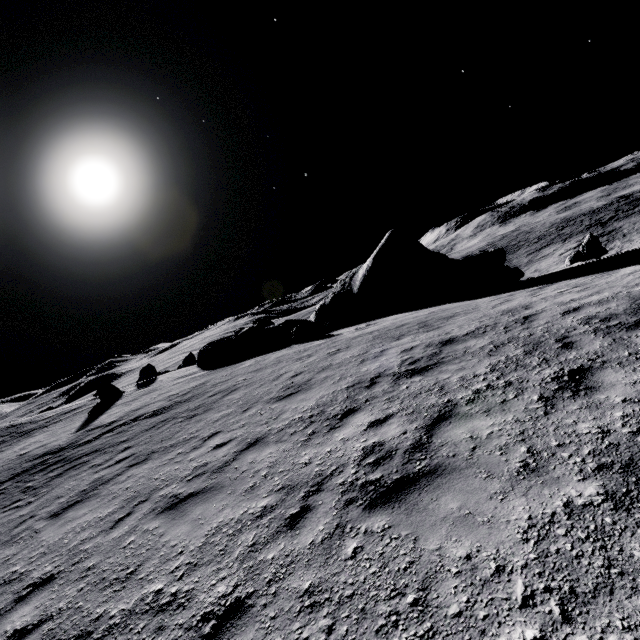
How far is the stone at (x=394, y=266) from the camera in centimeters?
2086cm

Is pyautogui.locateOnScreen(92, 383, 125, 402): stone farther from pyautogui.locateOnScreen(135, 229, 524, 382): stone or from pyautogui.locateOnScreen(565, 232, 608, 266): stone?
pyautogui.locateOnScreen(565, 232, 608, 266): stone

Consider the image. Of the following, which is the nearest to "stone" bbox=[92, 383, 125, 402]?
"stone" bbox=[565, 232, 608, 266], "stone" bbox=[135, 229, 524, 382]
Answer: "stone" bbox=[135, 229, 524, 382]

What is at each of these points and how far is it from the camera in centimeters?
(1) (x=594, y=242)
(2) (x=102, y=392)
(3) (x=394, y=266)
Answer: (1) stone, 1773cm
(2) stone, 2222cm
(3) stone, 2352cm

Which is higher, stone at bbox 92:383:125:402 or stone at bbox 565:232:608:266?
stone at bbox 92:383:125:402

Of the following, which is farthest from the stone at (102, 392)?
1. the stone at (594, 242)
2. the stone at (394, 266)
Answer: the stone at (594, 242)
